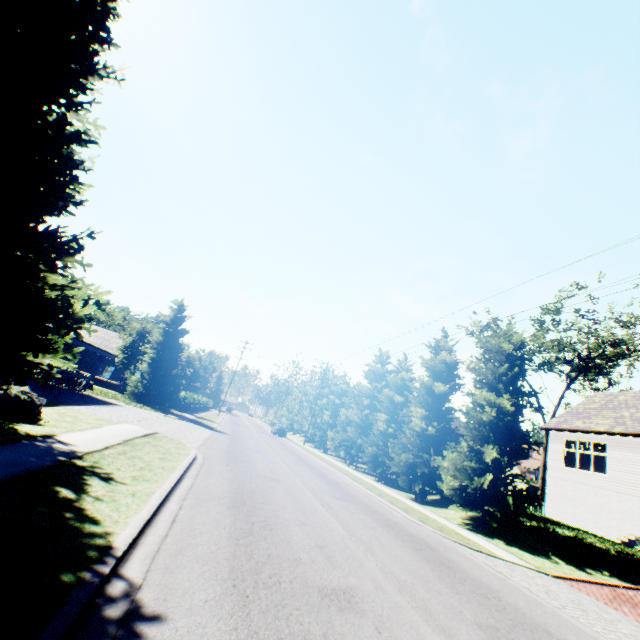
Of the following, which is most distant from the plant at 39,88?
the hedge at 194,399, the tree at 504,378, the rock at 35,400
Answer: the hedge at 194,399

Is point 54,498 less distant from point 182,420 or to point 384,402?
point 182,420

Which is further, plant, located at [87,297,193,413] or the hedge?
the hedge

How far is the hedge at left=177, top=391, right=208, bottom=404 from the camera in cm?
3426

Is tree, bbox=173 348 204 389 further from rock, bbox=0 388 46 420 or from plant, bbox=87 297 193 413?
rock, bbox=0 388 46 420

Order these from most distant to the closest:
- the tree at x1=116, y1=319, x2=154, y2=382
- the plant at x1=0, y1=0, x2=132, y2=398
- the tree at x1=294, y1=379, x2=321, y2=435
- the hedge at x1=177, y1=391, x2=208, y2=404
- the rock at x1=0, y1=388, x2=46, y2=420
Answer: the tree at x1=294, y1=379, x2=321, y2=435 → the hedge at x1=177, y1=391, x2=208, y2=404 → the tree at x1=116, y1=319, x2=154, y2=382 → the rock at x1=0, y1=388, x2=46, y2=420 → the plant at x1=0, y1=0, x2=132, y2=398

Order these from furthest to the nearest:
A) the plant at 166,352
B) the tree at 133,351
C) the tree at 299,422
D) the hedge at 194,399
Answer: the tree at 299,422 < the hedge at 194,399 < the tree at 133,351 < the plant at 166,352
